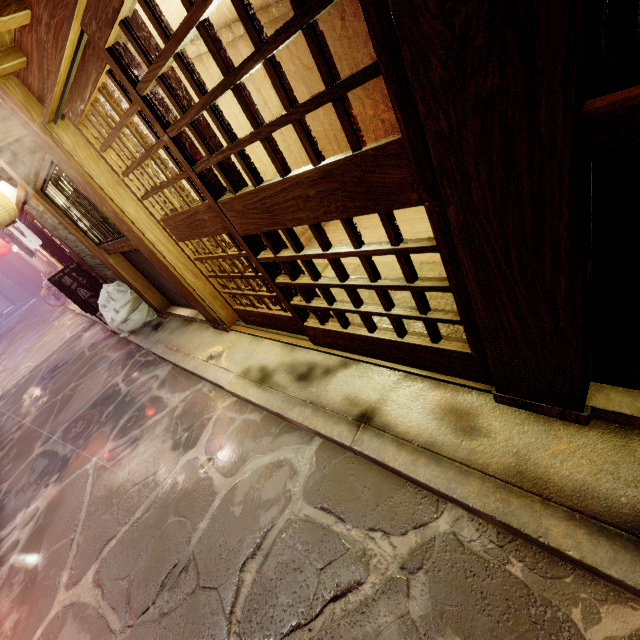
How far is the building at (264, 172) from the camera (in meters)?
8.58

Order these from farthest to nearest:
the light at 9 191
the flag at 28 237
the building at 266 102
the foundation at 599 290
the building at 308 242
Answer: the flag at 28 237 → the light at 9 191 → the building at 308 242 → the building at 266 102 → the foundation at 599 290

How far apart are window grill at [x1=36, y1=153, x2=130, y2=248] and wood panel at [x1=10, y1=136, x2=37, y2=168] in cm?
33

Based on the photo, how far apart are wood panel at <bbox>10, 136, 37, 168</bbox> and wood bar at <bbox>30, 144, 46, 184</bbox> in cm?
1

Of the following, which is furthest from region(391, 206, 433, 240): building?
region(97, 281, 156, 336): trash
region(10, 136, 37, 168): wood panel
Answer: region(97, 281, 156, 336): trash

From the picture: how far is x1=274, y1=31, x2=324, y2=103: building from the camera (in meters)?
9.05

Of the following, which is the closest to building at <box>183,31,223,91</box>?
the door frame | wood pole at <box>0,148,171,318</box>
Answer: the door frame

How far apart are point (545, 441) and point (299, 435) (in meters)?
3.32
